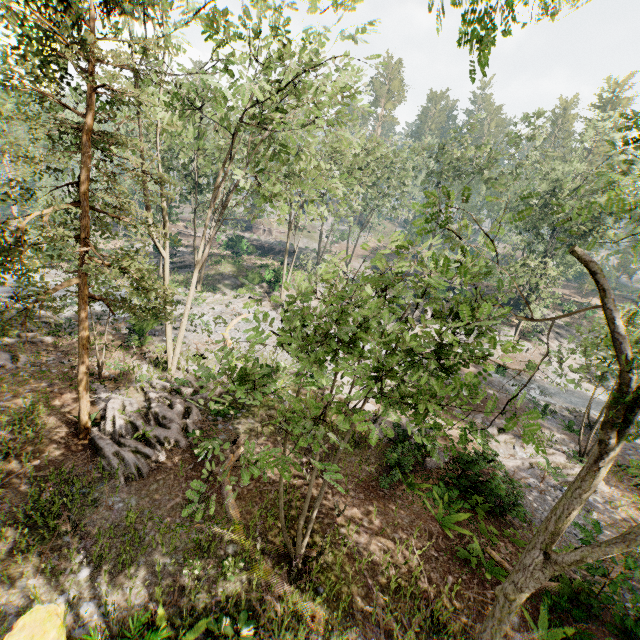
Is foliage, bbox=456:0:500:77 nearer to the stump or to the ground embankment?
the ground embankment

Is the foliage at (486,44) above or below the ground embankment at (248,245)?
above

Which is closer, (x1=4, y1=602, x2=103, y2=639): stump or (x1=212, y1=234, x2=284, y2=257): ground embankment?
(x1=4, y1=602, x2=103, y2=639): stump

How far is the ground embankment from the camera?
48.4 meters

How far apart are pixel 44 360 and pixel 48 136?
12.3 meters

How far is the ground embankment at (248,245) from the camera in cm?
4836

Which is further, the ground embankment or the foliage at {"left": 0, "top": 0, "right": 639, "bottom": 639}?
the ground embankment
